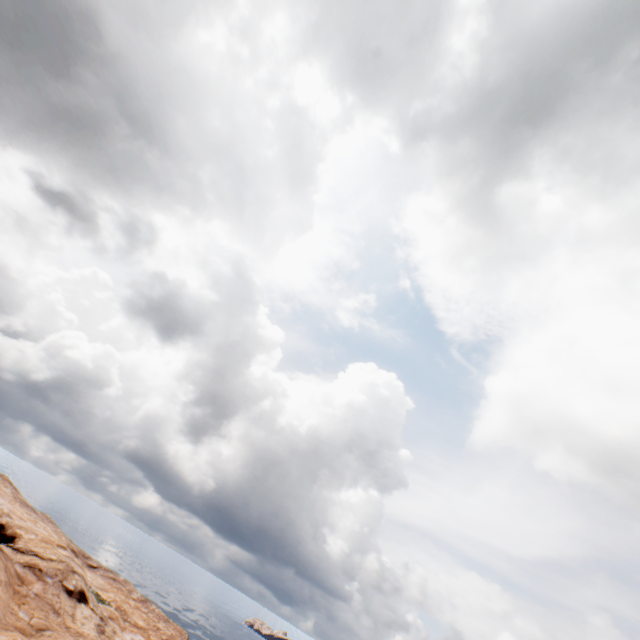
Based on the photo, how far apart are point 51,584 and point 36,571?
1.7 meters
